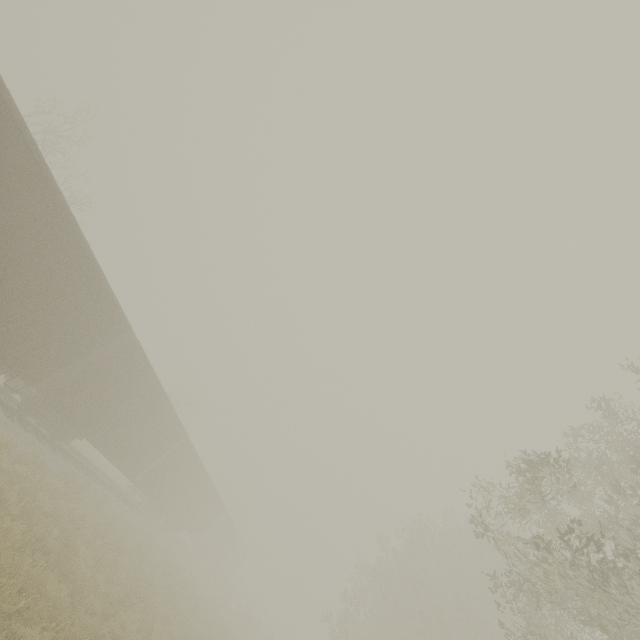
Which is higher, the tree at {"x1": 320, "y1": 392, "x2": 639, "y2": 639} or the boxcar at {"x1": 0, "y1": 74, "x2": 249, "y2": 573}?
the tree at {"x1": 320, "y1": 392, "x2": 639, "y2": 639}

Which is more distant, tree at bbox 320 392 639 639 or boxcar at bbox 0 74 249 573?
boxcar at bbox 0 74 249 573

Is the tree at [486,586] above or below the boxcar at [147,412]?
above

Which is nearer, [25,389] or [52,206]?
[52,206]

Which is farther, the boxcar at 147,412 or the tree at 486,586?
the boxcar at 147,412
